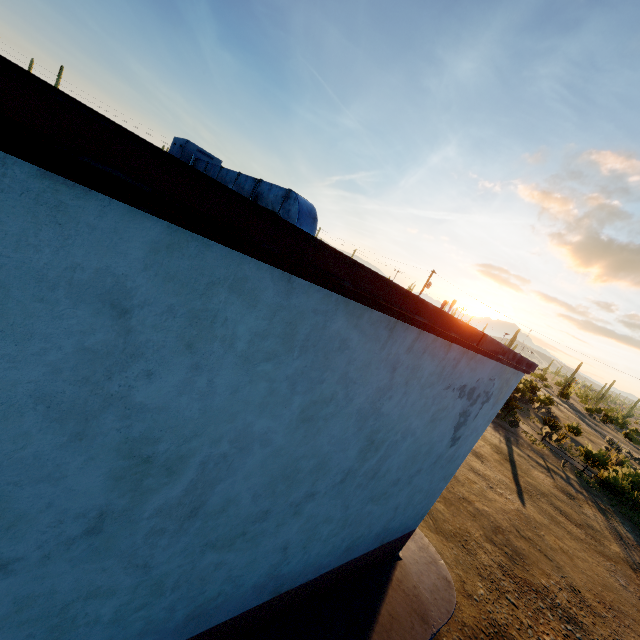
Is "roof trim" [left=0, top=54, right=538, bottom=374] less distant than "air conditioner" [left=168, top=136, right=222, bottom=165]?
Yes

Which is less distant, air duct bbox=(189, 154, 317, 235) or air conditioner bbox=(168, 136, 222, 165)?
air duct bbox=(189, 154, 317, 235)

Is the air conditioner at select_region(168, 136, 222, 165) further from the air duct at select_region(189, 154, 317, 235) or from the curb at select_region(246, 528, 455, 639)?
the curb at select_region(246, 528, 455, 639)

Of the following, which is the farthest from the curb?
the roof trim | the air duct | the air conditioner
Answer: the air conditioner

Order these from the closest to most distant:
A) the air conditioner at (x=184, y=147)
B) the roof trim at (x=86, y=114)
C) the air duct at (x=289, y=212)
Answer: the roof trim at (x=86, y=114)
the air duct at (x=289, y=212)
the air conditioner at (x=184, y=147)

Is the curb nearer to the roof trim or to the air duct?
the roof trim

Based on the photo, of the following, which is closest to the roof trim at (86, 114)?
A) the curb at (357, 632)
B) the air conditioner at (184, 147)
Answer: the air conditioner at (184, 147)

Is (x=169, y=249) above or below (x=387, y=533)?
above
